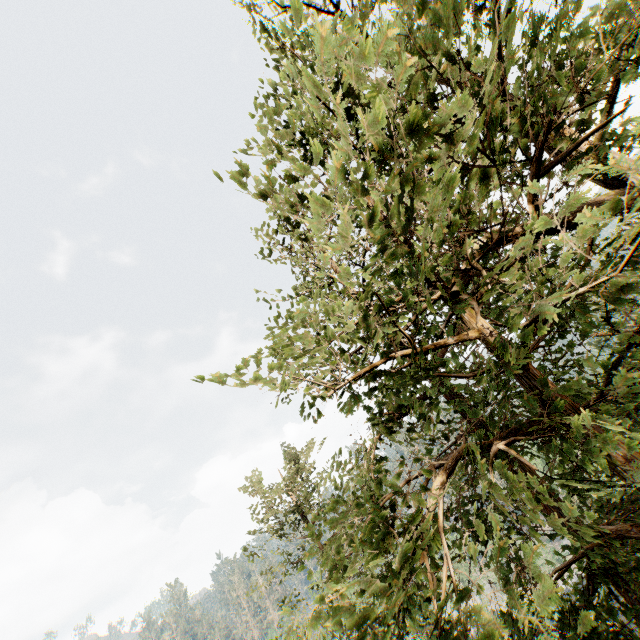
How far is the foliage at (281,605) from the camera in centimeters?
251cm

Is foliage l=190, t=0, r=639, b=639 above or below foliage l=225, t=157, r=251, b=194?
below

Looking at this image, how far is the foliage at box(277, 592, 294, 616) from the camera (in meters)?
2.51

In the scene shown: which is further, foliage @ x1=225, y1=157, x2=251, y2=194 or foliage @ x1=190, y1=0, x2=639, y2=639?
foliage @ x1=225, y1=157, x2=251, y2=194

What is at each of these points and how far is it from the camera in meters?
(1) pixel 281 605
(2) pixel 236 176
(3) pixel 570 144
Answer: (1) foliage, 16.1
(2) foliage, 5.4
(3) foliage, 4.1
